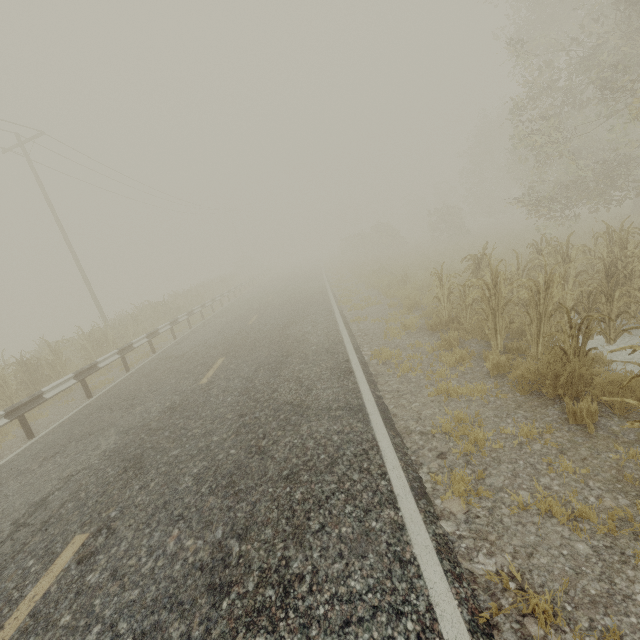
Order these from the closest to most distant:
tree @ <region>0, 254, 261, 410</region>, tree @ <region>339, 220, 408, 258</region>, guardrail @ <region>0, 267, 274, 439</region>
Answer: guardrail @ <region>0, 267, 274, 439</region> → tree @ <region>0, 254, 261, 410</region> → tree @ <region>339, 220, 408, 258</region>

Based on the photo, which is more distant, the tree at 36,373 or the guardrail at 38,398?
the tree at 36,373

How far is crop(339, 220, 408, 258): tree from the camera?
33.5m

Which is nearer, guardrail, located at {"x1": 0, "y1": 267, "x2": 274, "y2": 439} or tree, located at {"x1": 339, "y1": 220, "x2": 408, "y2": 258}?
guardrail, located at {"x1": 0, "y1": 267, "x2": 274, "y2": 439}

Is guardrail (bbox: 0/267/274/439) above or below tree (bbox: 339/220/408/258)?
below

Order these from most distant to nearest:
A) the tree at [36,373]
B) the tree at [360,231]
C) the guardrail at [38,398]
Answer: the tree at [360,231], the tree at [36,373], the guardrail at [38,398]

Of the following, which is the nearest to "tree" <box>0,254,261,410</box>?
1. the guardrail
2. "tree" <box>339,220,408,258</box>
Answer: the guardrail

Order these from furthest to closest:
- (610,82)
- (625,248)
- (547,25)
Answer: (547,25) < (610,82) < (625,248)
